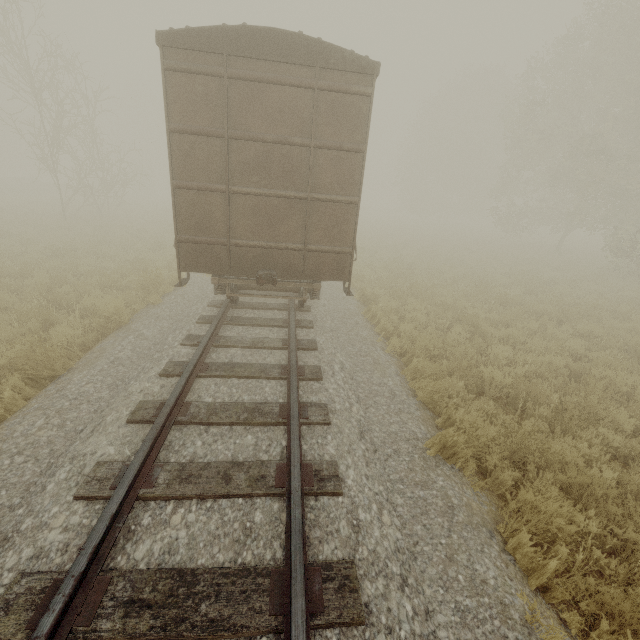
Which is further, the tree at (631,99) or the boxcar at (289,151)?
the tree at (631,99)

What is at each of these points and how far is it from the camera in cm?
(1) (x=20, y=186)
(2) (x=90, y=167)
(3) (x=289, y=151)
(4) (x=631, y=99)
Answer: (1) concrete pipe, 3394
(2) tree, 2217
(3) boxcar, 557
(4) tree, 1744

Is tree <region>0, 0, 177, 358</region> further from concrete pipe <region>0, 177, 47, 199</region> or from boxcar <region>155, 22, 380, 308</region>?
concrete pipe <region>0, 177, 47, 199</region>

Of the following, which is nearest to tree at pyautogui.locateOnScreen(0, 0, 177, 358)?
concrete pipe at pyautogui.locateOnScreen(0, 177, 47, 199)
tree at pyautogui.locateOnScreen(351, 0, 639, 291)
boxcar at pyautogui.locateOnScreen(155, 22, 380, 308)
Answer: boxcar at pyautogui.locateOnScreen(155, 22, 380, 308)

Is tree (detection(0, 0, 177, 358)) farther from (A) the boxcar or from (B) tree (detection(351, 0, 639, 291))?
(B) tree (detection(351, 0, 639, 291))

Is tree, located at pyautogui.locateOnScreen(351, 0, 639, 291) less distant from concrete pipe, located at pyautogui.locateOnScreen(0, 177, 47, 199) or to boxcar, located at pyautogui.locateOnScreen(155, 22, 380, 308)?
boxcar, located at pyautogui.locateOnScreen(155, 22, 380, 308)

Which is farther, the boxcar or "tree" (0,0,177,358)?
"tree" (0,0,177,358)

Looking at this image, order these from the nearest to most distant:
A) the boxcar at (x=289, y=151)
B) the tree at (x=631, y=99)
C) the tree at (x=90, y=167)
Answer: the boxcar at (x=289, y=151)
the tree at (x=90, y=167)
the tree at (x=631, y=99)
